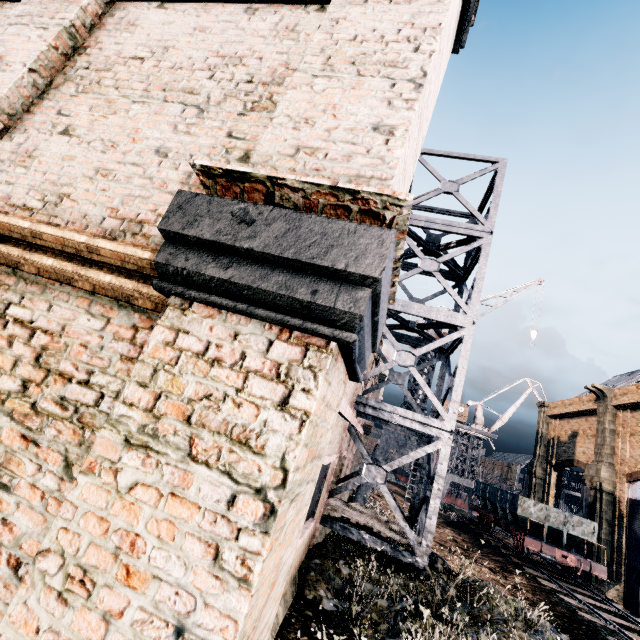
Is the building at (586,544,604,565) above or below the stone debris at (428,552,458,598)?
above

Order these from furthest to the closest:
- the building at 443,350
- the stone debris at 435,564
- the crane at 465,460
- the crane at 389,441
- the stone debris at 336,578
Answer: the crane at 465,460 → the crane at 389,441 → the stone debris at 435,564 → the stone debris at 336,578 → the building at 443,350

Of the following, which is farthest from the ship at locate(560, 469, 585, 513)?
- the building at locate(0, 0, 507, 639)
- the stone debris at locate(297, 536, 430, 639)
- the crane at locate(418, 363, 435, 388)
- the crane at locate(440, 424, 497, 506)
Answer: the stone debris at locate(297, 536, 430, 639)

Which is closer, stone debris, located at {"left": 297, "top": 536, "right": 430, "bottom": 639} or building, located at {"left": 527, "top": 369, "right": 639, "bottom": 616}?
stone debris, located at {"left": 297, "top": 536, "right": 430, "bottom": 639}

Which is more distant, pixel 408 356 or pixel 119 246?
pixel 408 356

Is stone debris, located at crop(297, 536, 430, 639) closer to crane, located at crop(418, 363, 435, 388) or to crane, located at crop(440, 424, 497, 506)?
crane, located at crop(418, 363, 435, 388)

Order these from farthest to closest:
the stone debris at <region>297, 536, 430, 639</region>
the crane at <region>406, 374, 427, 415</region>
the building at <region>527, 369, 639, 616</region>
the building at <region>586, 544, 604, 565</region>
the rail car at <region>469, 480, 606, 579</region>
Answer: the building at <region>586, 544, 604, 565</region>, the building at <region>527, 369, 639, 616</region>, the rail car at <region>469, 480, 606, 579</region>, the crane at <region>406, 374, 427, 415</region>, the stone debris at <region>297, 536, 430, 639</region>

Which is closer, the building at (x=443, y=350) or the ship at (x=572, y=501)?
the building at (x=443, y=350)
